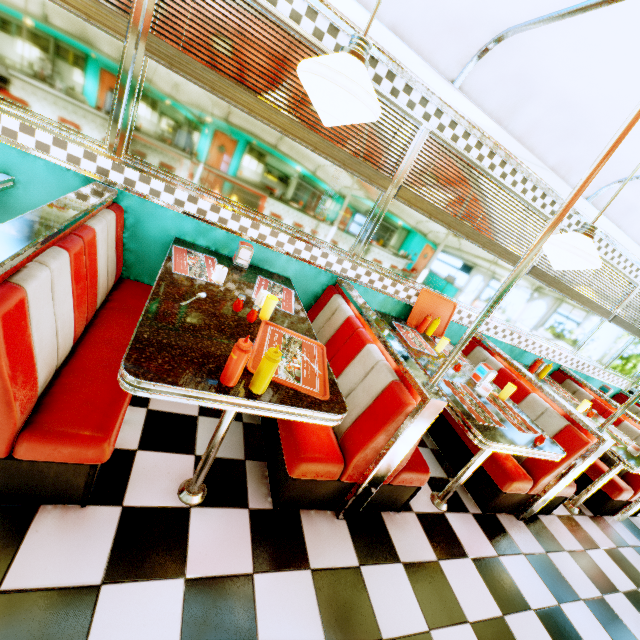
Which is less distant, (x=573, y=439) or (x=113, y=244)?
(x=113, y=244)

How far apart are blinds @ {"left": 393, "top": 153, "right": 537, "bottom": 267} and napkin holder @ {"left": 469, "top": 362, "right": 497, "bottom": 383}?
1.2 meters

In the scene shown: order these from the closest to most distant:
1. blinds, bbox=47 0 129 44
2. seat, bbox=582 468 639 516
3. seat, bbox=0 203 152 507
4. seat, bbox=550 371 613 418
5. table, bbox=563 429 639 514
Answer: seat, bbox=0 203 152 507 → blinds, bbox=47 0 129 44 → table, bbox=563 429 639 514 → seat, bbox=582 468 639 516 → seat, bbox=550 371 613 418

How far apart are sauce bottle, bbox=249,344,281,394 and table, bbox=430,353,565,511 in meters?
1.4

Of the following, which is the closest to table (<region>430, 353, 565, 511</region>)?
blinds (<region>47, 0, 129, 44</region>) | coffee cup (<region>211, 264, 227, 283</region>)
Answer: coffee cup (<region>211, 264, 227, 283</region>)

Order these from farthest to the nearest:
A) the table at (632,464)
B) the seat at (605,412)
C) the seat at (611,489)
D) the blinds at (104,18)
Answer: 1. the seat at (605,412)
2. the seat at (611,489)
3. the table at (632,464)
4. the blinds at (104,18)

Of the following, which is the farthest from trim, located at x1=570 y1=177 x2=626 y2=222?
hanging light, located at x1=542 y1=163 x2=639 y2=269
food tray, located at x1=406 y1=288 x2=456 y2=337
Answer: food tray, located at x1=406 y1=288 x2=456 y2=337

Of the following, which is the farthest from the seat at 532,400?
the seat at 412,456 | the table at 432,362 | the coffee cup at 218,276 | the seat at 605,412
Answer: the coffee cup at 218,276
